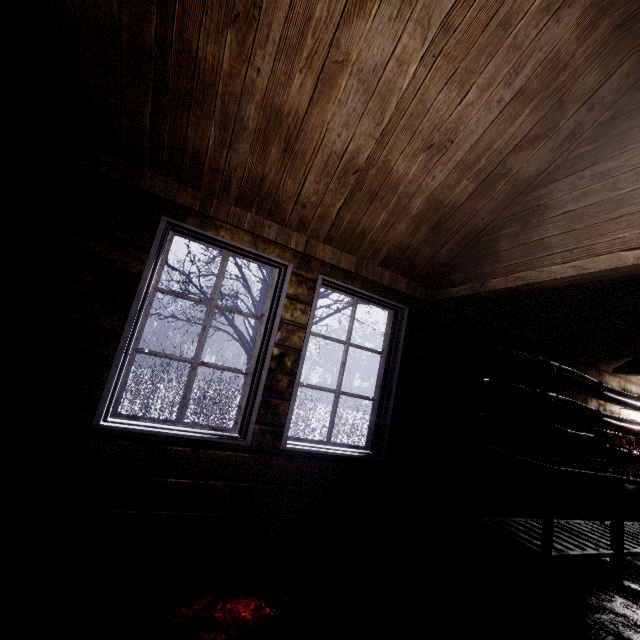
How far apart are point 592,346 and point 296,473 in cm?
374

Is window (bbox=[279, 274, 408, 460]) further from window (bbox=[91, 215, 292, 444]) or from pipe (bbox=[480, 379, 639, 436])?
pipe (bbox=[480, 379, 639, 436])

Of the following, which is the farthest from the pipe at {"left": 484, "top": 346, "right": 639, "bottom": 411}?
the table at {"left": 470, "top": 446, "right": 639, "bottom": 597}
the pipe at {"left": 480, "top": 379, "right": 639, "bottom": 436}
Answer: the table at {"left": 470, "top": 446, "right": 639, "bottom": 597}

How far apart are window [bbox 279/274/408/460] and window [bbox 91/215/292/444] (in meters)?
0.24

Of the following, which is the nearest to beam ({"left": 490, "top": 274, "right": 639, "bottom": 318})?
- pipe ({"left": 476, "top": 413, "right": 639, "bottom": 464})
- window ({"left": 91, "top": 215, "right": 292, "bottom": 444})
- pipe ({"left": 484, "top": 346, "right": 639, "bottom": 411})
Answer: pipe ({"left": 484, "top": 346, "right": 639, "bottom": 411})

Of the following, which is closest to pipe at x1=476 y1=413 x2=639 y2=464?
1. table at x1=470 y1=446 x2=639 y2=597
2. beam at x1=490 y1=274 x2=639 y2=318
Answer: table at x1=470 y1=446 x2=639 y2=597

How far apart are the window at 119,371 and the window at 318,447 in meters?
0.2 m

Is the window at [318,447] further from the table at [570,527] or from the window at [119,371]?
the table at [570,527]
